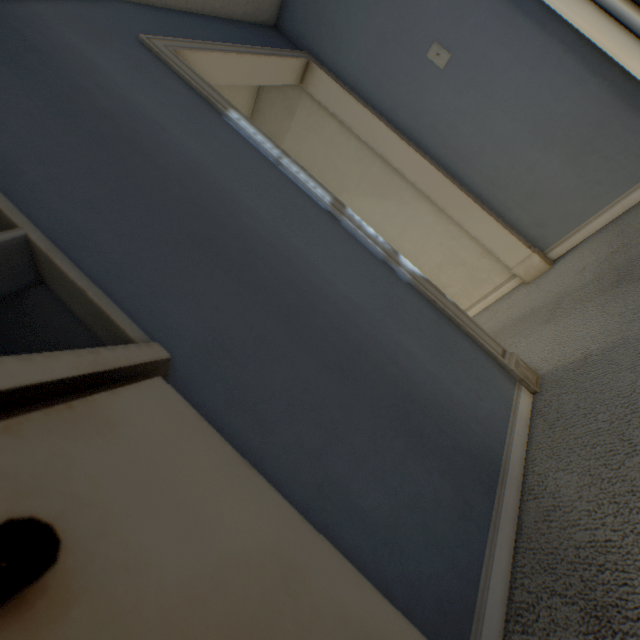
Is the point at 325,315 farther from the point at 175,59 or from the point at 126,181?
the point at 175,59

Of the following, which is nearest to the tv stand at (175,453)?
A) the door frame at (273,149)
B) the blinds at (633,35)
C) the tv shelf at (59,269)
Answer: the tv shelf at (59,269)

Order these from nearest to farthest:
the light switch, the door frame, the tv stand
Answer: the tv stand → the door frame → the light switch

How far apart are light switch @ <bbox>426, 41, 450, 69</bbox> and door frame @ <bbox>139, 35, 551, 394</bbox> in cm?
43

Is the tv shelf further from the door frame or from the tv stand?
the door frame

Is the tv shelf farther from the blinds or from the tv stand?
the blinds

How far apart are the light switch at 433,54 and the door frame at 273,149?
0.4 meters

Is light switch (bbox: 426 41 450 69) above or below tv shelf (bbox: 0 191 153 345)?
above
